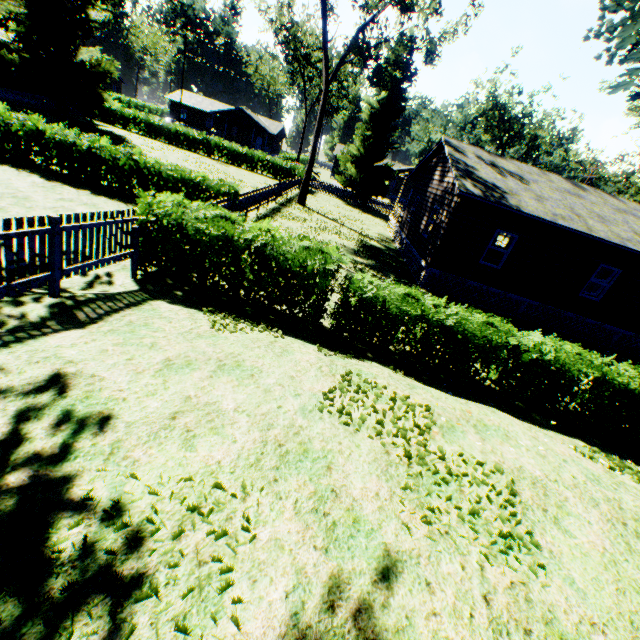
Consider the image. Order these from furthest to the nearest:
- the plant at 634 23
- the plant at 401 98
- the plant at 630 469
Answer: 1. the plant at 401 98
2. the plant at 634 23
3. the plant at 630 469

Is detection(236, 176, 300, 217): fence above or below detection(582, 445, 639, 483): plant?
below

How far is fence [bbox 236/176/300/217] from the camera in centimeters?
1611cm

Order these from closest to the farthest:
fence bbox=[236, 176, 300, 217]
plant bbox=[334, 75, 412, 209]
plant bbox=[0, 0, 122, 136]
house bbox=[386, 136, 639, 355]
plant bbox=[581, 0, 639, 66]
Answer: plant bbox=[581, 0, 639, 66] → house bbox=[386, 136, 639, 355] → fence bbox=[236, 176, 300, 217] → plant bbox=[0, 0, 122, 136] → plant bbox=[334, 75, 412, 209]

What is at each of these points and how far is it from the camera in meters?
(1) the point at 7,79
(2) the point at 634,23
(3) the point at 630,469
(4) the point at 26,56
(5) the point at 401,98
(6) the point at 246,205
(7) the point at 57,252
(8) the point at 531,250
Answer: (1) house, 27.1 m
(2) plant, 13.6 m
(3) plant, 5.3 m
(4) plant, 26.0 m
(5) plant, 32.3 m
(6) fence, 16.8 m
(7) fence, 5.6 m
(8) house, 14.2 m

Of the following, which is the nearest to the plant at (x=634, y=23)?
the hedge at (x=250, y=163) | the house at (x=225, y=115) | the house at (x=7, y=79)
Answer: the house at (x=7, y=79)

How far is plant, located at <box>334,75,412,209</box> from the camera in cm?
3219

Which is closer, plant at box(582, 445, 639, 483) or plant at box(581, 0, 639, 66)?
plant at box(582, 445, 639, 483)
